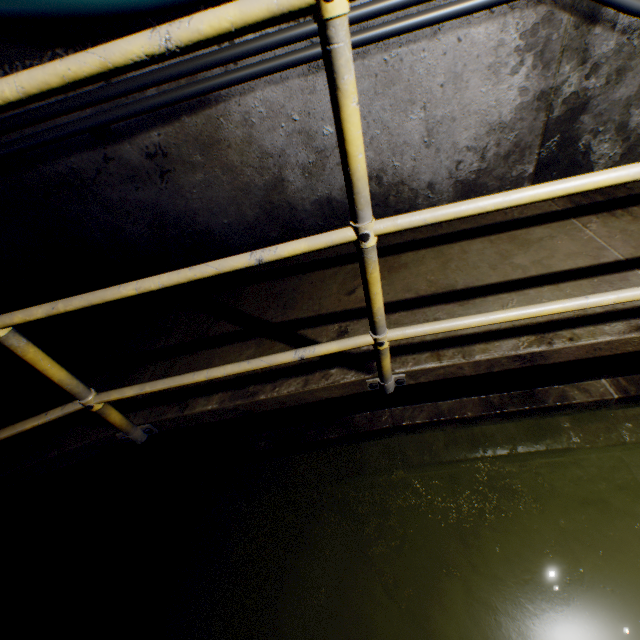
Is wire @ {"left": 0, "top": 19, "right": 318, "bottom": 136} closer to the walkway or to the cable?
the cable

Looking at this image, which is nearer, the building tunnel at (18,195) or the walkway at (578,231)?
the walkway at (578,231)

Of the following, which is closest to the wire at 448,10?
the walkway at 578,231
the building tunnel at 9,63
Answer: the building tunnel at 9,63

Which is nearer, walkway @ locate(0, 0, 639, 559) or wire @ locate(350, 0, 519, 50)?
walkway @ locate(0, 0, 639, 559)

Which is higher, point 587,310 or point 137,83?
point 137,83

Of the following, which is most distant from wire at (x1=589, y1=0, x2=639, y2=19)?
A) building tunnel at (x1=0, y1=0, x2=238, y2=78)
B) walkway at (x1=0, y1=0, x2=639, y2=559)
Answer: walkway at (x1=0, y1=0, x2=639, y2=559)
